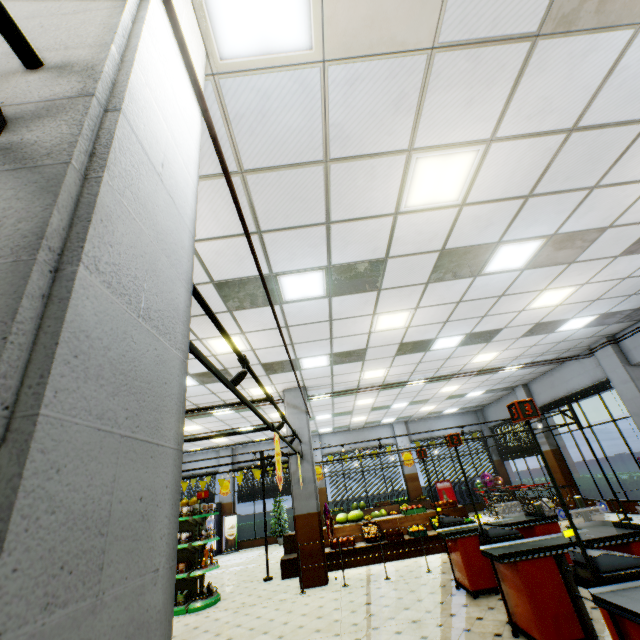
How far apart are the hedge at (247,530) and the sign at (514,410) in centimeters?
1687cm

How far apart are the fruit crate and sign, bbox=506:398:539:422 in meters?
8.0

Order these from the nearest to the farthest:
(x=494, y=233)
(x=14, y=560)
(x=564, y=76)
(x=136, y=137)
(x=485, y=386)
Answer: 1. (x=14, y=560)
2. (x=136, y=137)
3. (x=564, y=76)
4. (x=494, y=233)
5. (x=485, y=386)

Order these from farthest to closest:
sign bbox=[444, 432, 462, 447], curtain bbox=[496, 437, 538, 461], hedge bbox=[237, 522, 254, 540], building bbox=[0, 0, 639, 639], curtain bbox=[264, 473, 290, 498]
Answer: curtain bbox=[264, 473, 290, 498] < hedge bbox=[237, 522, 254, 540] < curtain bbox=[496, 437, 538, 461] < sign bbox=[444, 432, 462, 447] < building bbox=[0, 0, 639, 639]

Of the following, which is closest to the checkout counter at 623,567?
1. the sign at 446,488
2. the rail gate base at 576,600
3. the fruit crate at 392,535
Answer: the rail gate base at 576,600

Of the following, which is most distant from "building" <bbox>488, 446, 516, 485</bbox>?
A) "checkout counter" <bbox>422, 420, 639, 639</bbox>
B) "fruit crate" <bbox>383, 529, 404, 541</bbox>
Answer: "fruit crate" <bbox>383, 529, 404, 541</bbox>

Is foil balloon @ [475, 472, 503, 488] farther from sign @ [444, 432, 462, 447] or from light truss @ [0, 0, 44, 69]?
light truss @ [0, 0, 44, 69]

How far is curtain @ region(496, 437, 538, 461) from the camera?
14.56m
